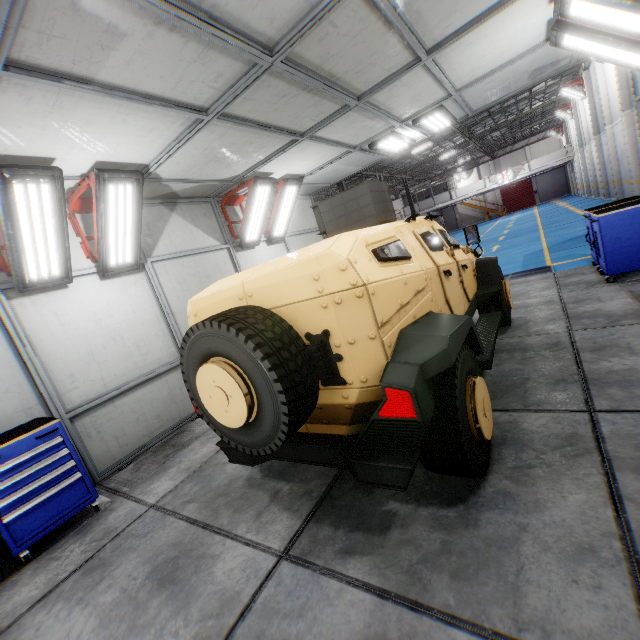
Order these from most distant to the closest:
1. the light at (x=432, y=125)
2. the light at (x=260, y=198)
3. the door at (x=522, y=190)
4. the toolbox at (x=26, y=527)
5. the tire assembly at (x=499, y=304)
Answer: the door at (x=522, y=190), the light at (x=260, y=198), the light at (x=432, y=125), the tire assembly at (x=499, y=304), the toolbox at (x=26, y=527)

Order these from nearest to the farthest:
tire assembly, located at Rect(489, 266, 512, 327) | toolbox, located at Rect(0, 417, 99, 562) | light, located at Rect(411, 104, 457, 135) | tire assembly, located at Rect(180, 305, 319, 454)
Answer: tire assembly, located at Rect(180, 305, 319, 454)
toolbox, located at Rect(0, 417, 99, 562)
tire assembly, located at Rect(489, 266, 512, 327)
light, located at Rect(411, 104, 457, 135)

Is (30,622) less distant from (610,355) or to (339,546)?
(339,546)

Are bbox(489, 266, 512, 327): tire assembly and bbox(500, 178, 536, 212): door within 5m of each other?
no

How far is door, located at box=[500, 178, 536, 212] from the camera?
45.3m

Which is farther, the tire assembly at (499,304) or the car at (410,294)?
the tire assembly at (499,304)

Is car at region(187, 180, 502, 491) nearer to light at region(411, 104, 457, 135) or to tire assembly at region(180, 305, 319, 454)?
tire assembly at region(180, 305, 319, 454)

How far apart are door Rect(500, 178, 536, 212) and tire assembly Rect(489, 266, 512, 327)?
50.5 meters
